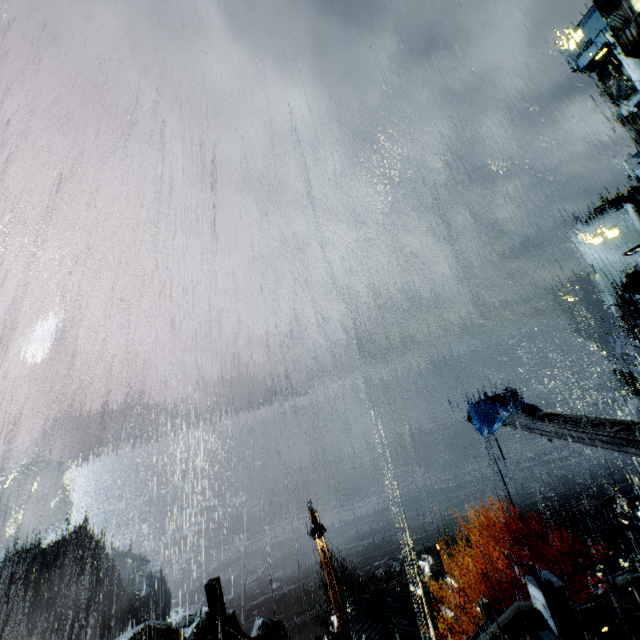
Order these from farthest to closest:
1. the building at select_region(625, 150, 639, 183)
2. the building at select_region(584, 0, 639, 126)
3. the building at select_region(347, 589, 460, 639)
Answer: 1. the building at select_region(625, 150, 639, 183)
2. the building at select_region(584, 0, 639, 126)
3. the building at select_region(347, 589, 460, 639)

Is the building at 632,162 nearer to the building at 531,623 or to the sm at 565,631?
the building at 531,623

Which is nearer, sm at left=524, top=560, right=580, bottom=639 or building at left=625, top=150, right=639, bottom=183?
sm at left=524, top=560, right=580, bottom=639

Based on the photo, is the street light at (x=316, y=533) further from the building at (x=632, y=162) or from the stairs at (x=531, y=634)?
the building at (x=632, y=162)

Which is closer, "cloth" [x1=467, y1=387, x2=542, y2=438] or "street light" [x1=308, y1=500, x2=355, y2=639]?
"street light" [x1=308, y1=500, x2=355, y2=639]

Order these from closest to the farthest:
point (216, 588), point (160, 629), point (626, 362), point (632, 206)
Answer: point (216, 588)
point (626, 362)
point (160, 629)
point (632, 206)

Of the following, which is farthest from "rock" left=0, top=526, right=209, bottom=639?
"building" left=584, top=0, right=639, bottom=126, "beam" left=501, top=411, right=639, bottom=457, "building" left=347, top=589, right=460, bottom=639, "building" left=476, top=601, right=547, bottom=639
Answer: "building" left=584, top=0, right=639, bottom=126

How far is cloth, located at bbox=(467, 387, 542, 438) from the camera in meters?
17.1 m
